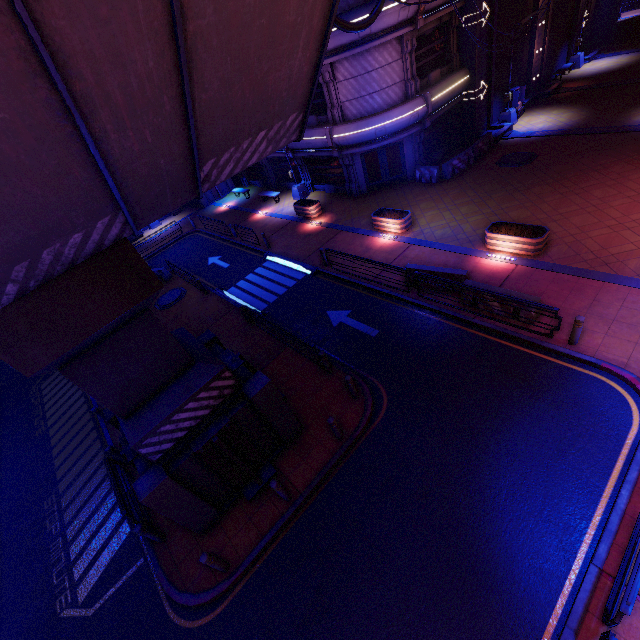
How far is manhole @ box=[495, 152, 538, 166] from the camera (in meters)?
18.75

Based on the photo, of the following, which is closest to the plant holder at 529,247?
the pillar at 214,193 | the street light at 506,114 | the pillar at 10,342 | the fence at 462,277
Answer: the fence at 462,277

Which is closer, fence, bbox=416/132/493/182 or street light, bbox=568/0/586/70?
fence, bbox=416/132/493/182

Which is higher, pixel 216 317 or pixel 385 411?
pixel 216 317

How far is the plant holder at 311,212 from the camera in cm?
2178

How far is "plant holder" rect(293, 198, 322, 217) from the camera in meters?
21.8 m

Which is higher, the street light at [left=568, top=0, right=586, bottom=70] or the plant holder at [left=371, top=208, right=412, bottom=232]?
the street light at [left=568, top=0, right=586, bottom=70]

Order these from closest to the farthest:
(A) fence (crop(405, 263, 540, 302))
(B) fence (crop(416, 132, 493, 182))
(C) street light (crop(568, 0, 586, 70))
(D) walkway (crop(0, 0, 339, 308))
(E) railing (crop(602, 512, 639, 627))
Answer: (D) walkway (crop(0, 0, 339, 308)) < (E) railing (crop(602, 512, 639, 627)) < (A) fence (crop(405, 263, 540, 302)) < (B) fence (crop(416, 132, 493, 182)) < (C) street light (crop(568, 0, 586, 70))
